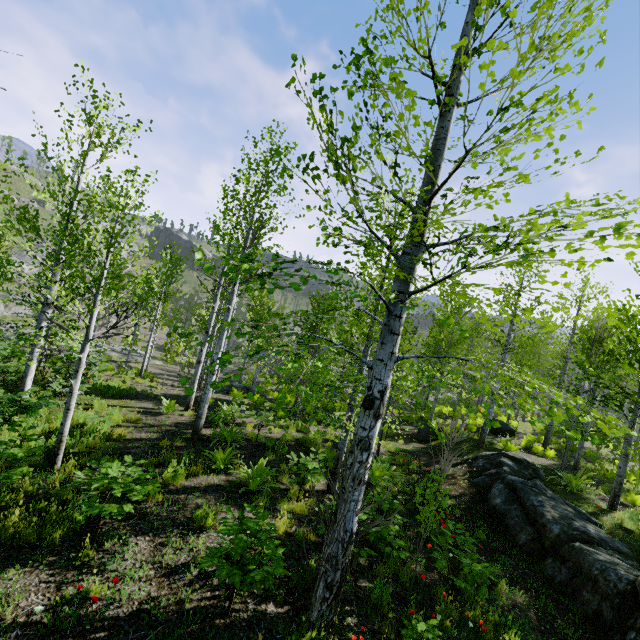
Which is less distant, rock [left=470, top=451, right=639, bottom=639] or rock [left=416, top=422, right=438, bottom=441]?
rock [left=470, top=451, right=639, bottom=639]

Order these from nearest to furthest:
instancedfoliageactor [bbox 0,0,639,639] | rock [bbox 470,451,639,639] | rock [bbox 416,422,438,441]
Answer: instancedfoliageactor [bbox 0,0,639,639]
rock [bbox 470,451,639,639]
rock [bbox 416,422,438,441]

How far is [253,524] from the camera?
3.9m

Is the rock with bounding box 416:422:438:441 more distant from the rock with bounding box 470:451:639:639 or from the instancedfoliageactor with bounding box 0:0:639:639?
the rock with bounding box 470:451:639:639

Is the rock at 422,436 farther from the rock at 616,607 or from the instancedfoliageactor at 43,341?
the rock at 616,607

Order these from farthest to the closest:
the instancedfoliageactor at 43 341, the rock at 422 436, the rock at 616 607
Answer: the rock at 422 436 → the rock at 616 607 → the instancedfoliageactor at 43 341

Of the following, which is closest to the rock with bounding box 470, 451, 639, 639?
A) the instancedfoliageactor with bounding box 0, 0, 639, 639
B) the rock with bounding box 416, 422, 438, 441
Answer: the instancedfoliageactor with bounding box 0, 0, 639, 639
